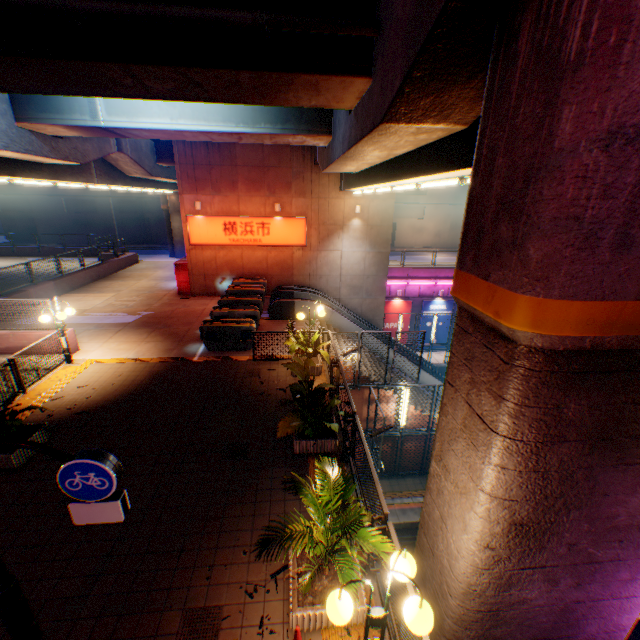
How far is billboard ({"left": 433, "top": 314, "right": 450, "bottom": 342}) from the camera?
26.3m

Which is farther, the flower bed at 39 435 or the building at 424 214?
the building at 424 214

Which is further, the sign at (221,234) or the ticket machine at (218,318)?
the sign at (221,234)

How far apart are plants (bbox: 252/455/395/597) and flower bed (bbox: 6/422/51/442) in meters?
6.1

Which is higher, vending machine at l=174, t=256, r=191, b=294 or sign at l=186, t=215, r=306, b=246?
sign at l=186, t=215, r=306, b=246

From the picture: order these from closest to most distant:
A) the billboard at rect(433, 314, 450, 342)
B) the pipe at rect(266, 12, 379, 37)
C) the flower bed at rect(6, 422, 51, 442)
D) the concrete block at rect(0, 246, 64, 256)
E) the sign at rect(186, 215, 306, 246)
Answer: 1. the pipe at rect(266, 12, 379, 37)
2. the flower bed at rect(6, 422, 51, 442)
3. the sign at rect(186, 215, 306, 246)
4. the billboard at rect(433, 314, 450, 342)
5. the concrete block at rect(0, 246, 64, 256)

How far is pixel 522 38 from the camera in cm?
272

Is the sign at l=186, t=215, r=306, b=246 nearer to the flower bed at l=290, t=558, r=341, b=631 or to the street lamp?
the flower bed at l=290, t=558, r=341, b=631
